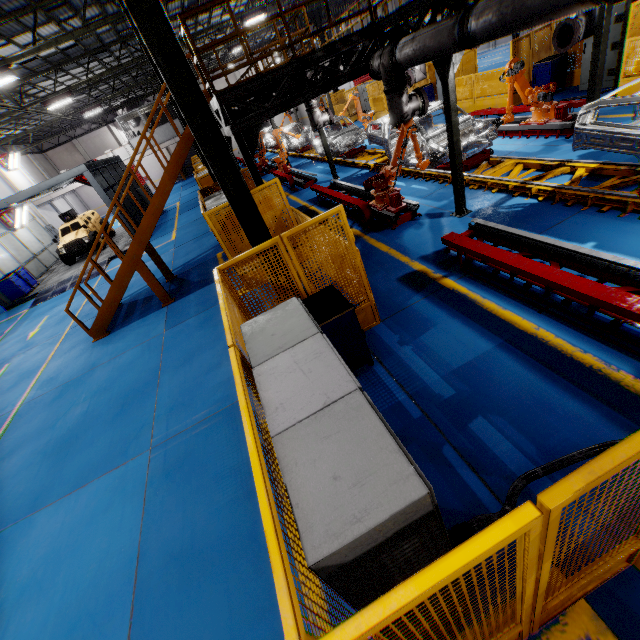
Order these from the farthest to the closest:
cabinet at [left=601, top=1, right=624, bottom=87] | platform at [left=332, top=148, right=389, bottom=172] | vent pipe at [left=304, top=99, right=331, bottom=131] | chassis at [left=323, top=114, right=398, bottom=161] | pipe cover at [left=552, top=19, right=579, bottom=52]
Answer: platform at [left=332, top=148, right=389, bottom=172] < vent pipe at [left=304, top=99, right=331, bottom=131] < chassis at [left=323, top=114, right=398, bottom=161] < cabinet at [left=601, top=1, right=624, bottom=87] < pipe cover at [left=552, top=19, right=579, bottom=52]

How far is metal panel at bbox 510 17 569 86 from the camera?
12.27m

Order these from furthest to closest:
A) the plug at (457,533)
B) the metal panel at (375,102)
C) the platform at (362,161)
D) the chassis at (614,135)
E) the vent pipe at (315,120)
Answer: the metal panel at (375,102) < the platform at (362,161) < the vent pipe at (315,120) < the chassis at (614,135) < the plug at (457,533)

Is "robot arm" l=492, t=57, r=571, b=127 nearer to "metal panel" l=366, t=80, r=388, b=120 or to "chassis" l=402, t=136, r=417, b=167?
"chassis" l=402, t=136, r=417, b=167

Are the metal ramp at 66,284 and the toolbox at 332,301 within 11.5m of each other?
no

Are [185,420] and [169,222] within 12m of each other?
no

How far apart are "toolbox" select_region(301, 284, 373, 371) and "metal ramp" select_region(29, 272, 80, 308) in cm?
1585

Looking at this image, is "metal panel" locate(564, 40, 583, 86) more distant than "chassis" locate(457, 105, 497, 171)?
Yes
